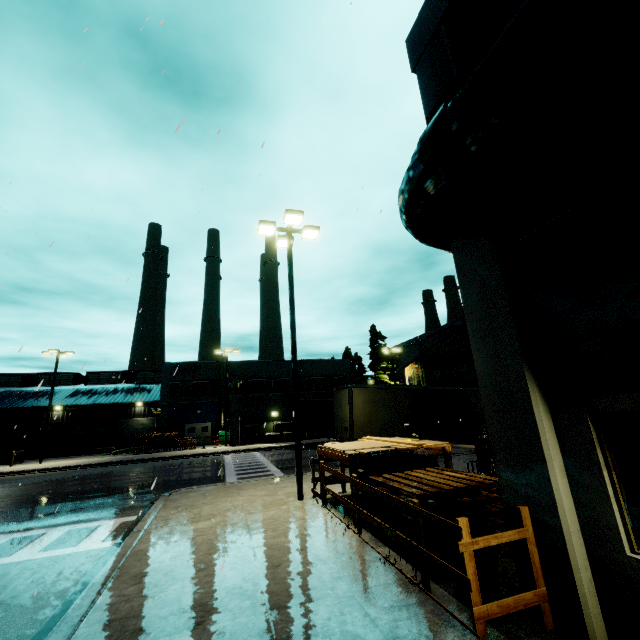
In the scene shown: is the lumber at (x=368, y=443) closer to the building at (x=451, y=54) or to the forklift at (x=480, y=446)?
the forklift at (x=480, y=446)

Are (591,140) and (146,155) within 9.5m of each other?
no

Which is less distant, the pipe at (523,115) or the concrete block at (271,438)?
the pipe at (523,115)

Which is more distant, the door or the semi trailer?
the door

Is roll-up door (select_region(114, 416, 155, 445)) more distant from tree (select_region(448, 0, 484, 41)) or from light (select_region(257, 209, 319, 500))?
tree (select_region(448, 0, 484, 41))

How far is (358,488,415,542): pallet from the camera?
5.8 meters

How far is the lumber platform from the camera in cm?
789

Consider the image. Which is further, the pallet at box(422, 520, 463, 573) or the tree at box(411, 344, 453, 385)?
the tree at box(411, 344, 453, 385)
